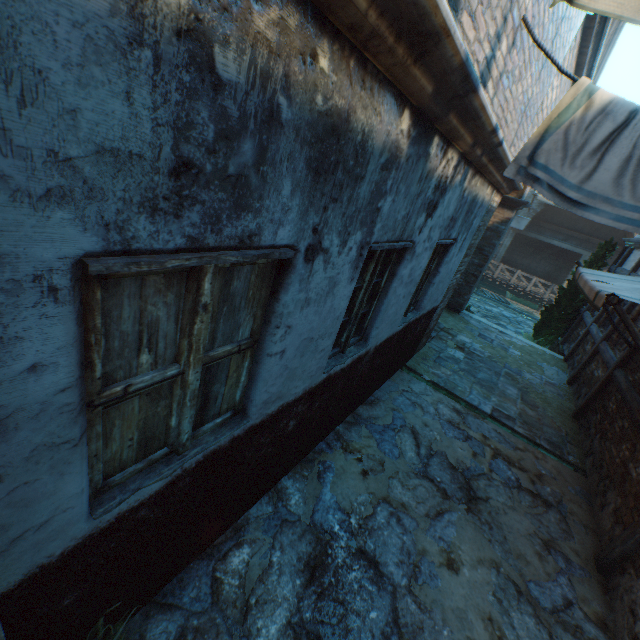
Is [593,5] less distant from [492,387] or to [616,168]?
[616,168]

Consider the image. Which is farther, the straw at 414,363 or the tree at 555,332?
the tree at 555,332

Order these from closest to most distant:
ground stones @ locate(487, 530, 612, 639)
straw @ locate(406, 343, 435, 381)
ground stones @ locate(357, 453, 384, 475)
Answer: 1. ground stones @ locate(487, 530, 612, 639)
2. ground stones @ locate(357, 453, 384, 475)
3. straw @ locate(406, 343, 435, 381)

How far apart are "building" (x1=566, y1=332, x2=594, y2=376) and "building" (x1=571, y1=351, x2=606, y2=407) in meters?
0.3 m

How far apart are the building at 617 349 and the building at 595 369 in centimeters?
23cm

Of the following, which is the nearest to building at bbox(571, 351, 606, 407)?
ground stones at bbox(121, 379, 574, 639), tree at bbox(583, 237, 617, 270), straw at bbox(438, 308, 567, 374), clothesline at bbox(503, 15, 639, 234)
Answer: straw at bbox(438, 308, 567, 374)

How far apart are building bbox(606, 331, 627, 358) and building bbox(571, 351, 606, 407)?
0.2 meters

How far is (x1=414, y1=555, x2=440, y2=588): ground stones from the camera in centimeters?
313cm
